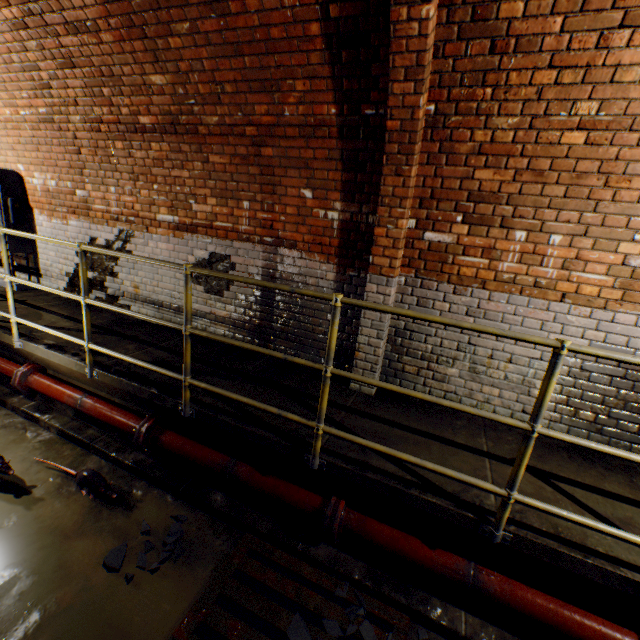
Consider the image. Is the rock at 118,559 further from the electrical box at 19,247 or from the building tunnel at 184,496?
the electrical box at 19,247

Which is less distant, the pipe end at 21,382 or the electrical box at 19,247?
the pipe end at 21,382

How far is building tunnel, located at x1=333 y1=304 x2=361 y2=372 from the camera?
3.6m

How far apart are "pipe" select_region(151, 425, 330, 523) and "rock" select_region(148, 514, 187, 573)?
0.5m

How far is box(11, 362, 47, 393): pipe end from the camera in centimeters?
378cm

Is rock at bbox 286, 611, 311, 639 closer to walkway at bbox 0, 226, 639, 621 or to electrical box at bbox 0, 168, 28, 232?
walkway at bbox 0, 226, 639, 621

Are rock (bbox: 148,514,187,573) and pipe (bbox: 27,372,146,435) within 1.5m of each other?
yes

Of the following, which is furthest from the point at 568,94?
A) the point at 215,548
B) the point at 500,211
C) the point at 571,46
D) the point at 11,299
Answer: the point at 11,299
